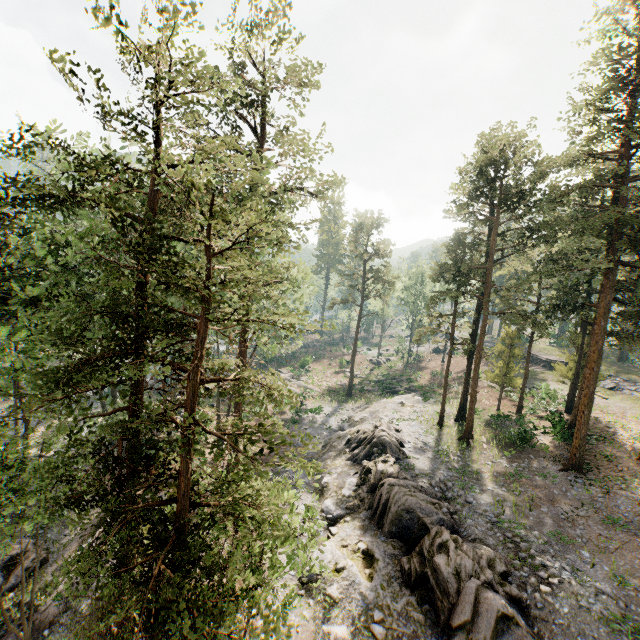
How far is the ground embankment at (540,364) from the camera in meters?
44.9 m

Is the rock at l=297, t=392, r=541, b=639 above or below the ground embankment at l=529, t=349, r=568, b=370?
below

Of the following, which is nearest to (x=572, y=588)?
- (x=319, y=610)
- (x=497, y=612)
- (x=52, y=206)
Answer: (x=497, y=612)

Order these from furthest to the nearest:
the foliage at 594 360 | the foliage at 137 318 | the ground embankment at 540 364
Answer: the ground embankment at 540 364, the foliage at 594 360, the foliage at 137 318

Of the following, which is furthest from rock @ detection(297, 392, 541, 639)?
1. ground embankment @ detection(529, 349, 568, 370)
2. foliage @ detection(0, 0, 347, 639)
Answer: ground embankment @ detection(529, 349, 568, 370)

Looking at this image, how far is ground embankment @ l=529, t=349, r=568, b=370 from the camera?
44.9 meters
